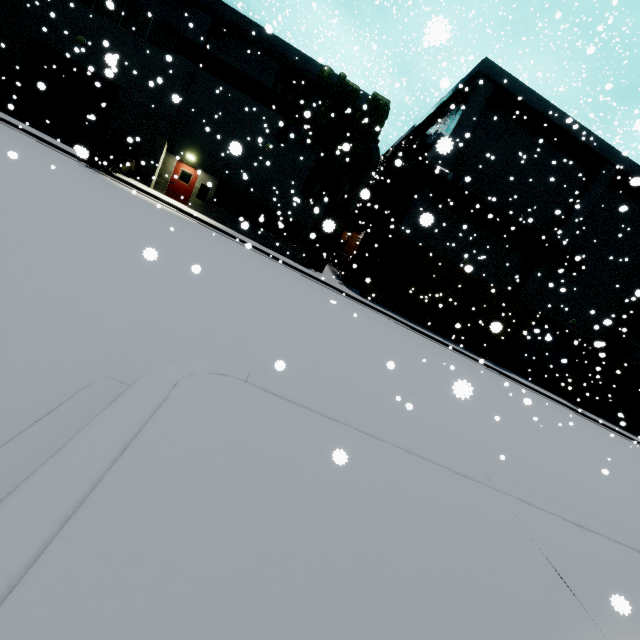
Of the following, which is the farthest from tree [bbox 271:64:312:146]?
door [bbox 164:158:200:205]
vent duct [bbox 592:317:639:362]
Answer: vent duct [bbox 592:317:639:362]

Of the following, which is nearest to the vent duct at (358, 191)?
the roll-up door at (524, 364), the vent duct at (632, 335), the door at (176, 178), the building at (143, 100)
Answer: the building at (143, 100)

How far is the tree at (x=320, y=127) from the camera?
19.0m

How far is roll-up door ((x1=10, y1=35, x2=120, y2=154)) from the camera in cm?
1820

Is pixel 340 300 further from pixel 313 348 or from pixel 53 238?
pixel 53 238

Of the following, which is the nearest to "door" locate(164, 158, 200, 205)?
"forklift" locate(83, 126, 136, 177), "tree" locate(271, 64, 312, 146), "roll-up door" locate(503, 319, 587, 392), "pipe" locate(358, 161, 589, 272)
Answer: "forklift" locate(83, 126, 136, 177)

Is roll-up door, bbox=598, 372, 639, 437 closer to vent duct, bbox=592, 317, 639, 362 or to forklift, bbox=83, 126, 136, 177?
vent duct, bbox=592, 317, 639, 362

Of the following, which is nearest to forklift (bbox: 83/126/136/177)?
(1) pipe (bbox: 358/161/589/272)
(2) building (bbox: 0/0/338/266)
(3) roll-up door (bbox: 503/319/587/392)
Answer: (2) building (bbox: 0/0/338/266)
